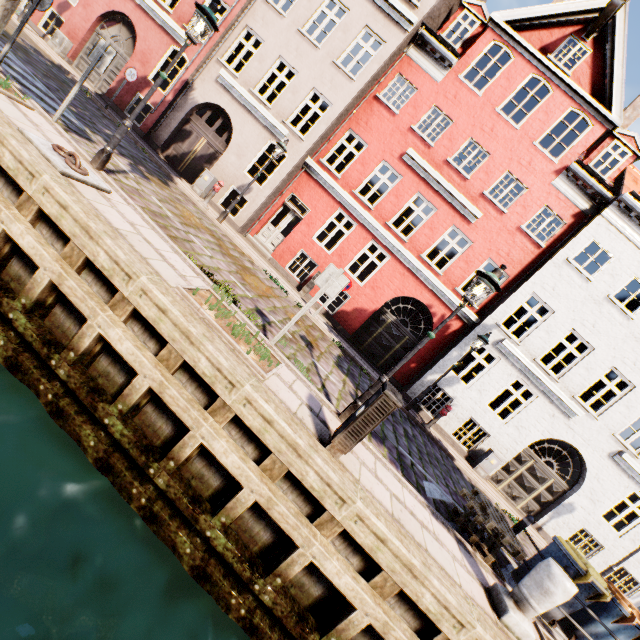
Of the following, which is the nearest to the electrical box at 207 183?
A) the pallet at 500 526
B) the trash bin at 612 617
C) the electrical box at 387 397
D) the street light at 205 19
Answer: the street light at 205 19

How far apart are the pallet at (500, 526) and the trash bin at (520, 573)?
0.7 meters

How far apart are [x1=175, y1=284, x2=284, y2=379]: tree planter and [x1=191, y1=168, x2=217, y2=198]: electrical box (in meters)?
9.42

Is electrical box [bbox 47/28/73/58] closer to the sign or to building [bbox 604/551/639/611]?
building [bbox 604/551/639/611]

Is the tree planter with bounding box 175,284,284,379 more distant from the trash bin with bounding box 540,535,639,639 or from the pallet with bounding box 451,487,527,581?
the trash bin with bounding box 540,535,639,639

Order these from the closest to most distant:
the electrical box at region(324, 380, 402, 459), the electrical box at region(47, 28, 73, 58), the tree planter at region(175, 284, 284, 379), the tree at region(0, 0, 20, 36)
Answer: the electrical box at region(324, 380, 402, 459)
the tree planter at region(175, 284, 284, 379)
the tree at region(0, 0, 20, 36)
the electrical box at region(47, 28, 73, 58)

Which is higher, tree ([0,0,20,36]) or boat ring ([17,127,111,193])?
tree ([0,0,20,36])

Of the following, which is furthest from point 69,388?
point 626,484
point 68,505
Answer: point 626,484
